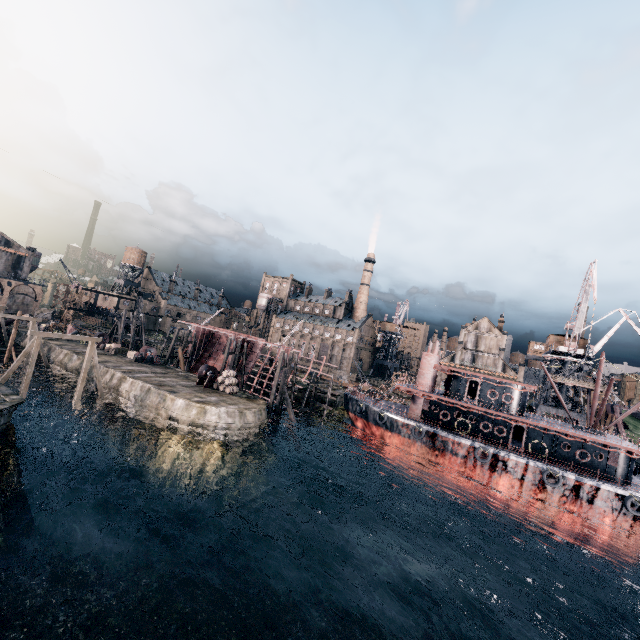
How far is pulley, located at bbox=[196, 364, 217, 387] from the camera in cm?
3967

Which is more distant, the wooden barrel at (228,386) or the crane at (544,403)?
the crane at (544,403)

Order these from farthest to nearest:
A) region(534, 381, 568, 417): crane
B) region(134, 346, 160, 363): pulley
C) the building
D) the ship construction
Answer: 1. the building
2. the ship construction
3. region(534, 381, 568, 417): crane
4. region(134, 346, 160, 363): pulley

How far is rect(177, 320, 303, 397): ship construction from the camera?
49.3 meters

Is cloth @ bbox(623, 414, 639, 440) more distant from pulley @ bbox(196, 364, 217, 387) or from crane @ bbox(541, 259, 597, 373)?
pulley @ bbox(196, 364, 217, 387)

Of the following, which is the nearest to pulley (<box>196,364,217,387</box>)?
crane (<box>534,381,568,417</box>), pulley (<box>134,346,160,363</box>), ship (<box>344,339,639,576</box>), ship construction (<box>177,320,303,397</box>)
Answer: ship construction (<box>177,320,303,397</box>)

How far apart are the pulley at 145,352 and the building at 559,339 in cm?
6250

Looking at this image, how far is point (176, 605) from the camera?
18.8m
